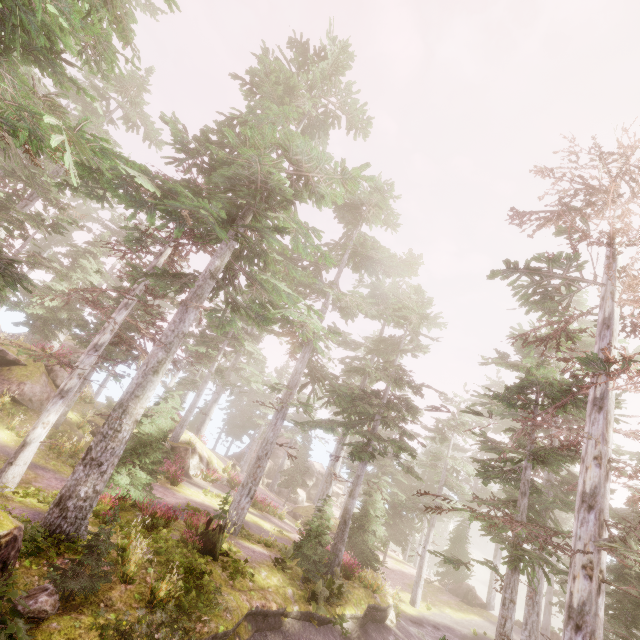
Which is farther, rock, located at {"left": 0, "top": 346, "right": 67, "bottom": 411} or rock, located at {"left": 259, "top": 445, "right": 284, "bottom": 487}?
rock, located at {"left": 259, "top": 445, "right": 284, "bottom": 487}

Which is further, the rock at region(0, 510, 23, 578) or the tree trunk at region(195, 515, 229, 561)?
the tree trunk at region(195, 515, 229, 561)

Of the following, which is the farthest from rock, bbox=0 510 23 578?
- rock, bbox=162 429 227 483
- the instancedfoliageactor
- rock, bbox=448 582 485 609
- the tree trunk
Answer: rock, bbox=448 582 485 609

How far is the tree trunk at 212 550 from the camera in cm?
1195

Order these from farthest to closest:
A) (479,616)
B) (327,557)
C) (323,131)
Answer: (479,616), (327,557), (323,131)

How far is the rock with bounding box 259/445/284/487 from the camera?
42.3m

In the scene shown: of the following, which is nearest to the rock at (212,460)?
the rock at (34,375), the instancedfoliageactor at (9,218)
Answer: the instancedfoliageactor at (9,218)

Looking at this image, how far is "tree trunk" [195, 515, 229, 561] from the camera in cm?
1195
